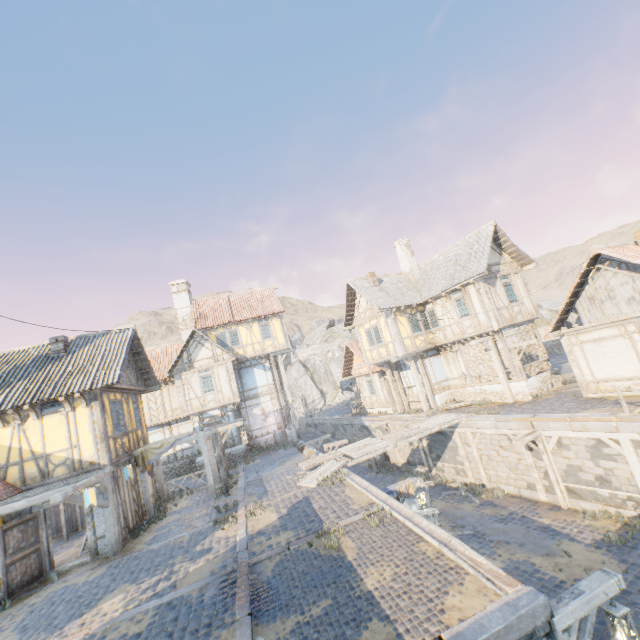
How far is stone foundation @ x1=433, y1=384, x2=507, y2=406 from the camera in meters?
18.2

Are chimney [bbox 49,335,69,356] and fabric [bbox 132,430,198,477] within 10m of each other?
yes

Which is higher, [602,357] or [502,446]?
[602,357]

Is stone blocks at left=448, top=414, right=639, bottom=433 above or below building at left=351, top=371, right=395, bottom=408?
below

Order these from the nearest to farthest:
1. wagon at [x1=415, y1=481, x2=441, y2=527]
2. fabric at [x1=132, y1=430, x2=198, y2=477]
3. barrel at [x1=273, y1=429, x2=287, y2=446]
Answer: wagon at [x1=415, y1=481, x2=441, y2=527] → fabric at [x1=132, y1=430, x2=198, y2=477] → barrel at [x1=273, y1=429, x2=287, y2=446]

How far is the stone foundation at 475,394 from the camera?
18.2 meters

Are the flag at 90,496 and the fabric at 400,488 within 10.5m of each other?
yes

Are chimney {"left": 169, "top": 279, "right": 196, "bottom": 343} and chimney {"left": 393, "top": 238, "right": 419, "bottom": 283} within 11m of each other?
no
